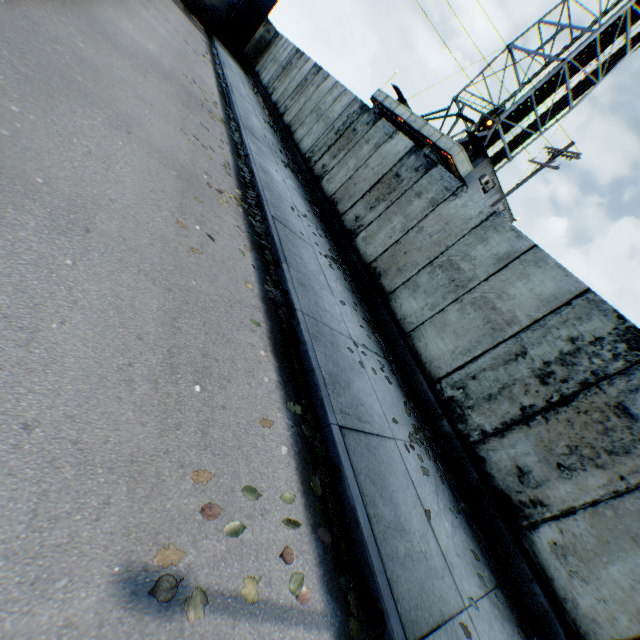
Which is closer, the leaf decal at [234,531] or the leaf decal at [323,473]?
the leaf decal at [234,531]

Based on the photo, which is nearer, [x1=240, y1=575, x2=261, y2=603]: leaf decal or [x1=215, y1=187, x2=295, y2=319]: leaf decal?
[x1=240, y1=575, x2=261, y2=603]: leaf decal

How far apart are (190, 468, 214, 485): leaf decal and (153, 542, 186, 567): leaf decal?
0.4m

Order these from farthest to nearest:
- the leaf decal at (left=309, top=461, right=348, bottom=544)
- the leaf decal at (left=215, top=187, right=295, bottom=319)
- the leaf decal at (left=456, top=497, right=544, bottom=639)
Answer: the leaf decal at (left=215, top=187, right=295, bottom=319)
the leaf decal at (left=456, top=497, right=544, bottom=639)
the leaf decal at (left=309, top=461, right=348, bottom=544)

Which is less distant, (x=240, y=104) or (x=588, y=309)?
(x=588, y=309)

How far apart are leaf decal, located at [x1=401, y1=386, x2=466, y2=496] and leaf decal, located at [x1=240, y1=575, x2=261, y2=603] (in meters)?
2.08

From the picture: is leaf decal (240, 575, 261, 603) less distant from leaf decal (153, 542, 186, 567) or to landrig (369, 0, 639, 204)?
leaf decal (153, 542, 186, 567)

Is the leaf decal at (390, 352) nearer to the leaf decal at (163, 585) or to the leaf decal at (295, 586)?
the leaf decal at (295, 586)
